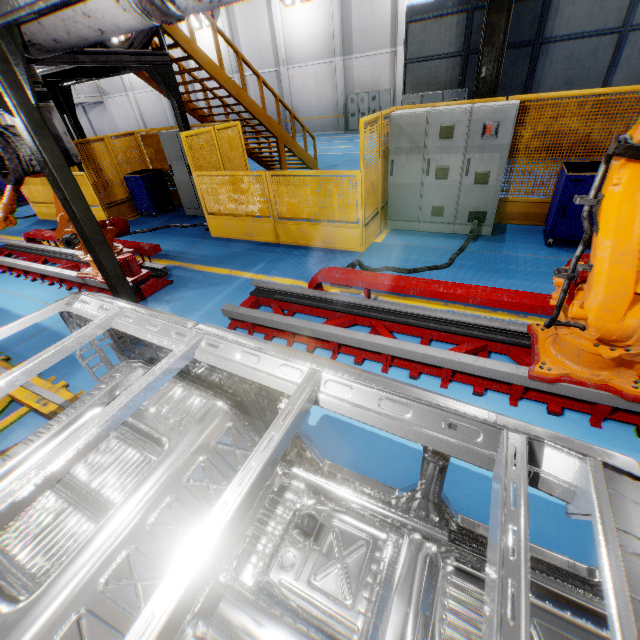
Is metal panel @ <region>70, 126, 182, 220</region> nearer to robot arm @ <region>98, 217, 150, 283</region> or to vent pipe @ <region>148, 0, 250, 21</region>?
robot arm @ <region>98, 217, 150, 283</region>

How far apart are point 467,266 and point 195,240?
6.2m

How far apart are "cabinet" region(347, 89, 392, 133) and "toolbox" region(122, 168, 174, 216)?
15.8m

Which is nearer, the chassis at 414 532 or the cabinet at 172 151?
the chassis at 414 532

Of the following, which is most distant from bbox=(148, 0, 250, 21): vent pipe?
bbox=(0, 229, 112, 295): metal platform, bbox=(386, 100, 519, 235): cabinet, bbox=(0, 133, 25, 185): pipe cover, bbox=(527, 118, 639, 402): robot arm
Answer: bbox=(386, 100, 519, 235): cabinet

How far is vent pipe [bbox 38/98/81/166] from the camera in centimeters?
360cm

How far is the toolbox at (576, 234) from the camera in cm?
505

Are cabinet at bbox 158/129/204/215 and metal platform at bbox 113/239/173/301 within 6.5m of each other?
yes
